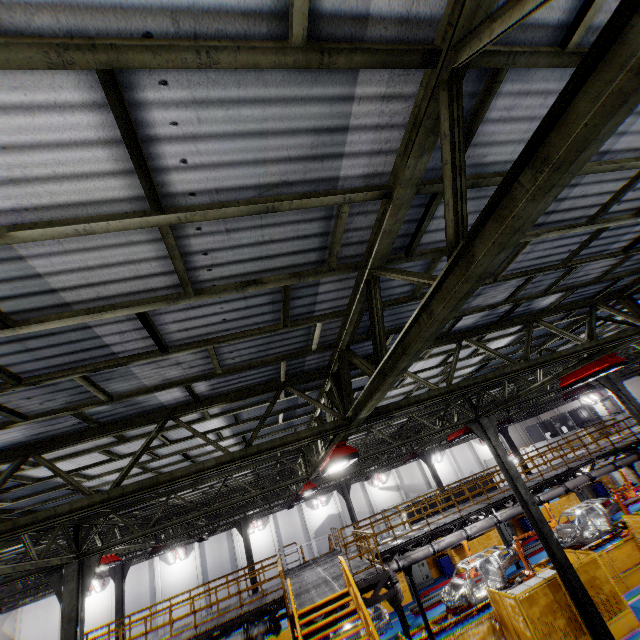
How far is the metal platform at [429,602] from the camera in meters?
18.9

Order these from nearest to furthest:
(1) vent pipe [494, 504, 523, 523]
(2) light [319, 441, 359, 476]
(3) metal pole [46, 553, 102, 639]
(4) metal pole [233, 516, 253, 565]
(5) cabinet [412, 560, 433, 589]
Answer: (2) light [319, 441, 359, 476] → (3) metal pole [46, 553, 102, 639] → (1) vent pipe [494, 504, 523, 523] → (4) metal pole [233, 516, 253, 565] → (5) cabinet [412, 560, 433, 589]

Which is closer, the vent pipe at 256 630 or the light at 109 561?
the light at 109 561

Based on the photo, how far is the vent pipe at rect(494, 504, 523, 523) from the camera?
17.3 meters

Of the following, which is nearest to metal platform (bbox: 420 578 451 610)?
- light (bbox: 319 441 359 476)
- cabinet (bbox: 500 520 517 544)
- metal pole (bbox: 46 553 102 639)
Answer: cabinet (bbox: 500 520 517 544)

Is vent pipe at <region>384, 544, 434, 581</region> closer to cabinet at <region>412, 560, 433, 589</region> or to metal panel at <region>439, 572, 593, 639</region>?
metal panel at <region>439, 572, 593, 639</region>

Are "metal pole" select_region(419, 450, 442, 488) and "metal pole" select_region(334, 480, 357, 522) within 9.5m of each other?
yes

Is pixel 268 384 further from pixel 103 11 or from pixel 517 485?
pixel 517 485
